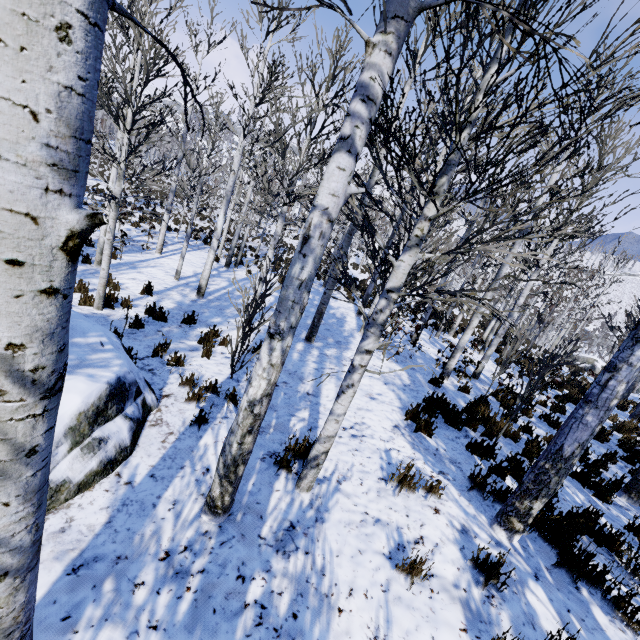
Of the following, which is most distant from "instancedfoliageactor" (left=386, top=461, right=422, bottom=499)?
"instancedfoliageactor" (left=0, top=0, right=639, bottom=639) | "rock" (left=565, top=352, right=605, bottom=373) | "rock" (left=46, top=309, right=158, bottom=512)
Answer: "rock" (left=565, top=352, right=605, bottom=373)

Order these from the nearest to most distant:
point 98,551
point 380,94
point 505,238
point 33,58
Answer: point 33,58 → point 380,94 → point 98,551 → point 505,238

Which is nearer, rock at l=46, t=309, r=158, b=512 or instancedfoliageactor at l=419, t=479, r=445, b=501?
rock at l=46, t=309, r=158, b=512

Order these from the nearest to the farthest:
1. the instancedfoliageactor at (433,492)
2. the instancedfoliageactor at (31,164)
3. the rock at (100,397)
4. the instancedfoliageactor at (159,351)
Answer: the instancedfoliageactor at (31,164) → the rock at (100,397) → the instancedfoliageactor at (433,492) → the instancedfoliageactor at (159,351)

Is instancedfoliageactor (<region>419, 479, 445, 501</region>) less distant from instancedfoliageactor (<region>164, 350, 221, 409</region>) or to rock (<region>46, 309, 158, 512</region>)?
instancedfoliageactor (<region>164, 350, 221, 409</region>)

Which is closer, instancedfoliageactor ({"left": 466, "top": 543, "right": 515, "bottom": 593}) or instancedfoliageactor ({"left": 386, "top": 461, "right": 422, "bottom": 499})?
instancedfoliageactor ({"left": 466, "top": 543, "right": 515, "bottom": 593})

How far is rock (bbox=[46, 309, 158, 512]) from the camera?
2.84m

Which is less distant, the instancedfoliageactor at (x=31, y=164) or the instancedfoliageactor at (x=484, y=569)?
the instancedfoliageactor at (x=31, y=164)
